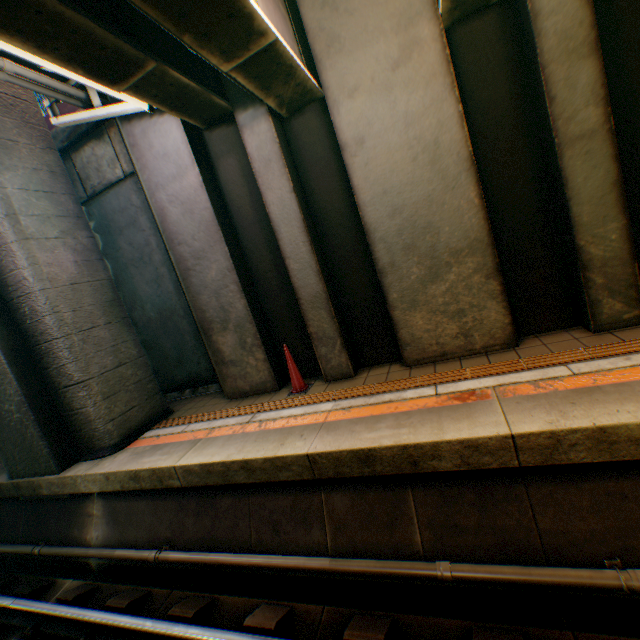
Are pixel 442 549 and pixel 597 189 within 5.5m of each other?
yes

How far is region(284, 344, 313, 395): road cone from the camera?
5.4 meters

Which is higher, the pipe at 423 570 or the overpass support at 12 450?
the overpass support at 12 450

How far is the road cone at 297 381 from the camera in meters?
5.4 m

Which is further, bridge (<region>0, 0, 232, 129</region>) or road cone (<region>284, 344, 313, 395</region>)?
road cone (<region>284, 344, 313, 395</region>)

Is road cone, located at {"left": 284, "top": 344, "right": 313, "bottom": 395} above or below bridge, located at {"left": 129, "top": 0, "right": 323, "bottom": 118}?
below

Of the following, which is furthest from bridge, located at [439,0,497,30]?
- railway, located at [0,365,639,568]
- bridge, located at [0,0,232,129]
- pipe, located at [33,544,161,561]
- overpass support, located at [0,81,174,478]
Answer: pipe, located at [33,544,161,561]

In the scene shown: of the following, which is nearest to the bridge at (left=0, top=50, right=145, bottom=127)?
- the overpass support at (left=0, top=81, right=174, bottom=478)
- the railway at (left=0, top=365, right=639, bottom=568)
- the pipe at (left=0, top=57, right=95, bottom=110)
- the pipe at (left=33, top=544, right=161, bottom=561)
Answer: the pipe at (left=0, top=57, right=95, bottom=110)
